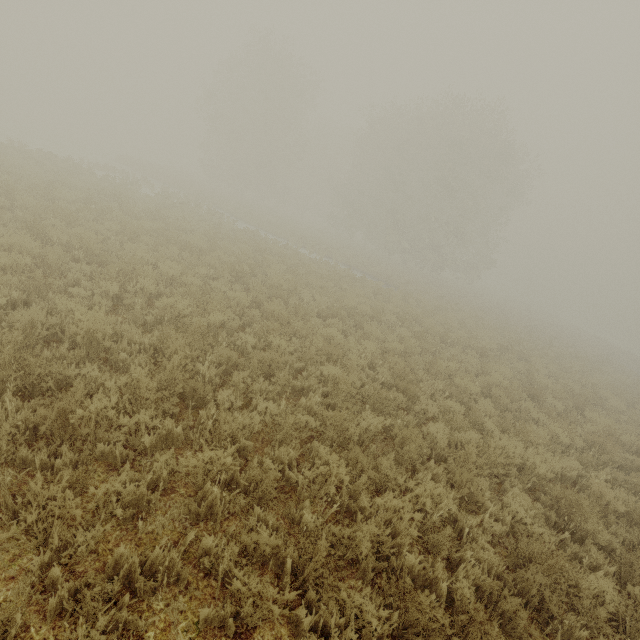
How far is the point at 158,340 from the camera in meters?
5.9
